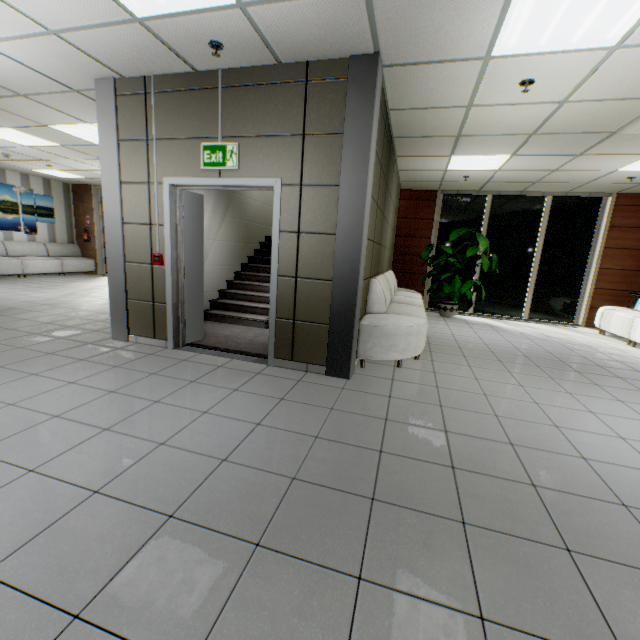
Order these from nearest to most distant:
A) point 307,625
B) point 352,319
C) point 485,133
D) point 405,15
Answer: point 307,625
point 405,15
point 352,319
point 485,133

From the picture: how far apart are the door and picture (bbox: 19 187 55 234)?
9.8m

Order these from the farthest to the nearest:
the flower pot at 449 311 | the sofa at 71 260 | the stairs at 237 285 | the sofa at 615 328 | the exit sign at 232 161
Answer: the sofa at 71 260 → the flower pot at 449 311 → the sofa at 615 328 → the stairs at 237 285 → the exit sign at 232 161

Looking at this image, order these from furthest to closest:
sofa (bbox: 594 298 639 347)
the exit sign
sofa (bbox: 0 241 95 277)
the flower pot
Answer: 1. sofa (bbox: 0 241 95 277)
2. the flower pot
3. sofa (bbox: 594 298 639 347)
4. the exit sign

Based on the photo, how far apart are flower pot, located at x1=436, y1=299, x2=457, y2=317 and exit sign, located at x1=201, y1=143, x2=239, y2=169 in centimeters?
621cm

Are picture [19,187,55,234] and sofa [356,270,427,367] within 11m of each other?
no

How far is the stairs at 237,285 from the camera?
4.6 meters

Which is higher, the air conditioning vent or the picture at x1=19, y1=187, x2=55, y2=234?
the air conditioning vent
